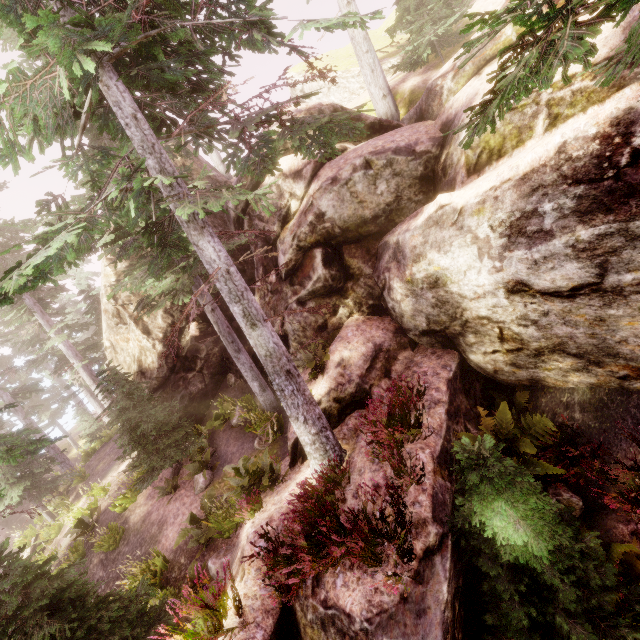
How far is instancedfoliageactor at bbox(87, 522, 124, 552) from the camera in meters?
12.9

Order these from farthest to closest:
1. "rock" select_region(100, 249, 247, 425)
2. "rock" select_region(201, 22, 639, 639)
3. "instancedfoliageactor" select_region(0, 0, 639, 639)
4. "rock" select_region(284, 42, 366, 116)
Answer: "rock" select_region(100, 249, 247, 425) → "rock" select_region(284, 42, 366, 116) → "rock" select_region(201, 22, 639, 639) → "instancedfoliageactor" select_region(0, 0, 639, 639)

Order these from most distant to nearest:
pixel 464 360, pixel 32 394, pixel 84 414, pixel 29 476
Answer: pixel 32 394 → pixel 84 414 → pixel 29 476 → pixel 464 360

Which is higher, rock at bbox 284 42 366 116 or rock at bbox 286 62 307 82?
rock at bbox 286 62 307 82

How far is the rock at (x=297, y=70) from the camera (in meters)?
22.30

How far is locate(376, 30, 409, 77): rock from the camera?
18.6 meters
